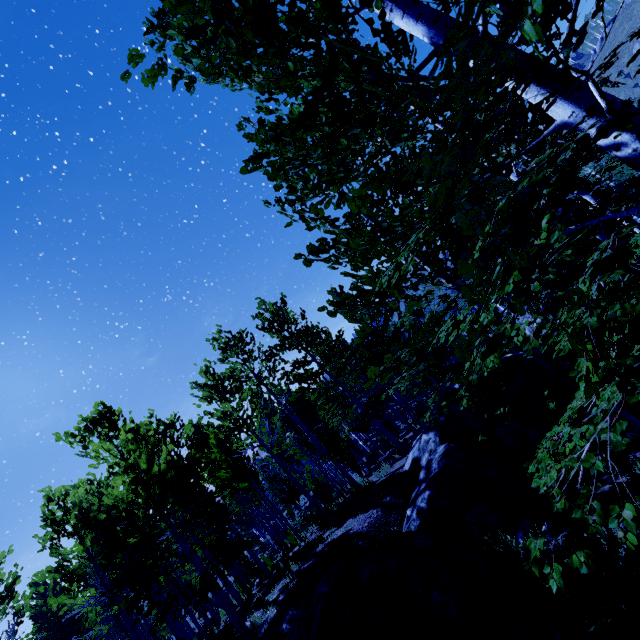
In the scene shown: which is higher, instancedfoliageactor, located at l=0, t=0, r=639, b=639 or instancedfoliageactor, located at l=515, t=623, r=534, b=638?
instancedfoliageactor, located at l=0, t=0, r=639, b=639

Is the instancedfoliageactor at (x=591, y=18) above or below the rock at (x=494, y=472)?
above

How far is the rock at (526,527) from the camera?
6.06m

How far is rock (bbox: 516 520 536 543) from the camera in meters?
6.1

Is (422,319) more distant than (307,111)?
Yes

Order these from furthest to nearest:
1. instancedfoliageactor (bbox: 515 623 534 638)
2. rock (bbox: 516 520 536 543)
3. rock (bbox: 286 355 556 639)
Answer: rock (bbox: 516 520 536 543) < rock (bbox: 286 355 556 639) < instancedfoliageactor (bbox: 515 623 534 638)

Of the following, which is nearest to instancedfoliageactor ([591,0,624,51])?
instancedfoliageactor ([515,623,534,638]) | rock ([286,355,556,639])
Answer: rock ([286,355,556,639])

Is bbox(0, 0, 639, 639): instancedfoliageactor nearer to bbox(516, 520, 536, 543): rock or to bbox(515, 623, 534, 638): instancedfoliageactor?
bbox(516, 520, 536, 543): rock
